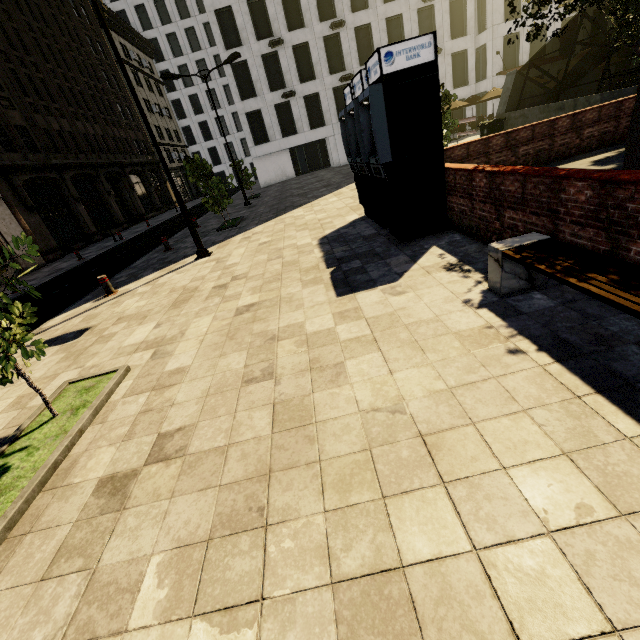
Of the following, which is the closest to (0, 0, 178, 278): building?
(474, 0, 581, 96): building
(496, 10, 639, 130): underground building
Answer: (474, 0, 581, 96): building

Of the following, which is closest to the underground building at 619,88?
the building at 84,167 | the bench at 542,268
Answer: the bench at 542,268

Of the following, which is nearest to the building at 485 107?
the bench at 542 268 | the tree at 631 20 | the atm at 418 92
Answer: the tree at 631 20

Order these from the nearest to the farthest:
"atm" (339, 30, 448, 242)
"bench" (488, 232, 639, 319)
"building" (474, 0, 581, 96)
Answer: "bench" (488, 232, 639, 319) < "atm" (339, 30, 448, 242) < "building" (474, 0, 581, 96)

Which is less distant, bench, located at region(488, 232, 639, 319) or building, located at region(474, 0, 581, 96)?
bench, located at region(488, 232, 639, 319)

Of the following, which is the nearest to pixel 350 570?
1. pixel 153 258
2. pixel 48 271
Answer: pixel 153 258

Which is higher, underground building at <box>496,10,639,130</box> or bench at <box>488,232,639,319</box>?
underground building at <box>496,10,639,130</box>

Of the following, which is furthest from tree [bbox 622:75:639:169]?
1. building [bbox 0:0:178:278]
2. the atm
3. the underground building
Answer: the atm
